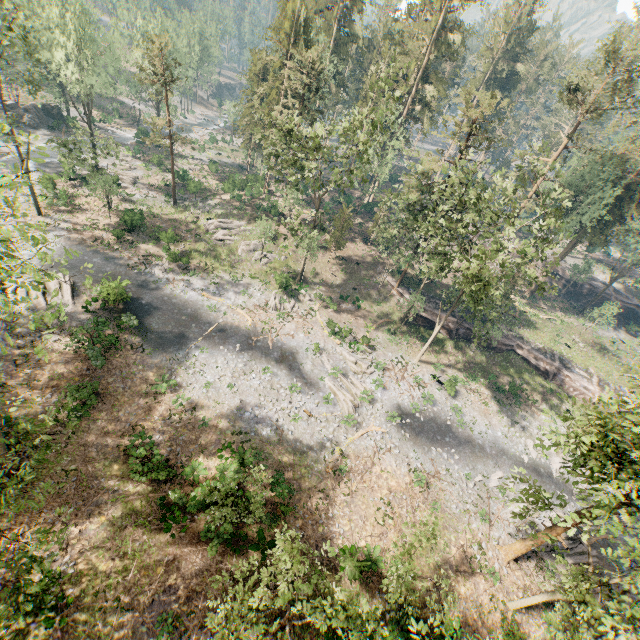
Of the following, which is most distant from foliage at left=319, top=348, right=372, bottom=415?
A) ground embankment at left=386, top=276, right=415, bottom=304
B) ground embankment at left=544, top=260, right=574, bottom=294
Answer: ground embankment at left=544, top=260, right=574, bottom=294

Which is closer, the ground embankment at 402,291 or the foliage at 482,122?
the foliage at 482,122

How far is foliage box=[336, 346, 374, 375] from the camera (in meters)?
31.91

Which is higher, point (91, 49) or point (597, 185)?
point (597, 185)

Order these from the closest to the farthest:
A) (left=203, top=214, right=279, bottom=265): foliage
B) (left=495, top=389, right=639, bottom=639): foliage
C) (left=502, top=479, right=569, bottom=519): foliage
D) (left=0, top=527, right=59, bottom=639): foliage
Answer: (left=0, top=527, right=59, bottom=639): foliage
(left=495, top=389, right=639, bottom=639): foliage
(left=502, top=479, right=569, bottom=519): foliage
(left=203, top=214, right=279, bottom=265): foliage

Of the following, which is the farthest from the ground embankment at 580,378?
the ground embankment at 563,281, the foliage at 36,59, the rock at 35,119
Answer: the rock at 35,119

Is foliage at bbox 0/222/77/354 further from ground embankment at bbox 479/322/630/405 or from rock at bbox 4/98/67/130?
rock at bbox 4/98/67/130

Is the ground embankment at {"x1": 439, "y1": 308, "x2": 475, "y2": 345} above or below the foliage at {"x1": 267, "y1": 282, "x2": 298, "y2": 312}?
above
